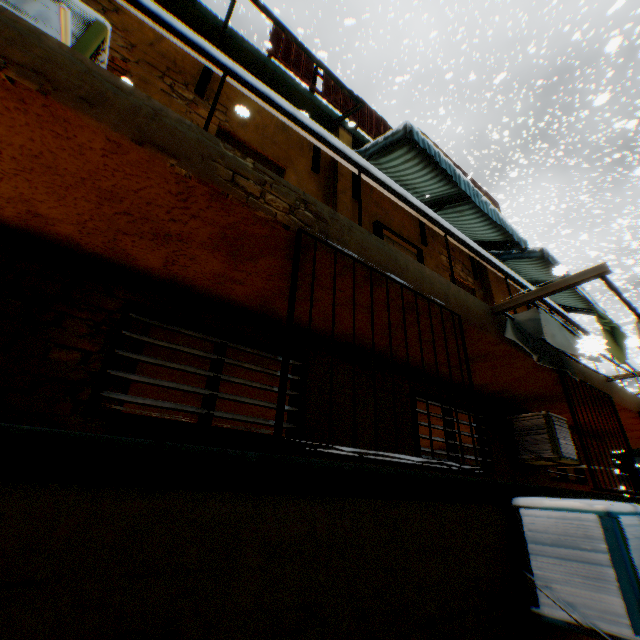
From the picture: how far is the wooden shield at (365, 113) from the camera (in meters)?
7.09

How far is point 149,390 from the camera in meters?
8.6

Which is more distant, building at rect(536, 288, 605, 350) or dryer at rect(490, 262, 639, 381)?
building at rect(536, 288, 605, 350)

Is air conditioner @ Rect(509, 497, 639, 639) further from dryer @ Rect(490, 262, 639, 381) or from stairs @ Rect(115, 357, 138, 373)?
stairs @ Rect(115, 357, 138, 373)

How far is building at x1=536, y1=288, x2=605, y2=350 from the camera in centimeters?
591cm

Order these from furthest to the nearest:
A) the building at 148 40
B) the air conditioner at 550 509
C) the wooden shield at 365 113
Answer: the wooden shield at 365 113, the air conditioner at 550 509, the building at 148 40

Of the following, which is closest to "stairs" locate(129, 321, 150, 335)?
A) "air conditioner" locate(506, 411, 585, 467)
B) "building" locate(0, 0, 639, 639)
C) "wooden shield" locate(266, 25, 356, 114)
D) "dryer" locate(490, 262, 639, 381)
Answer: "building" locate(0, 0, 639, 639)
